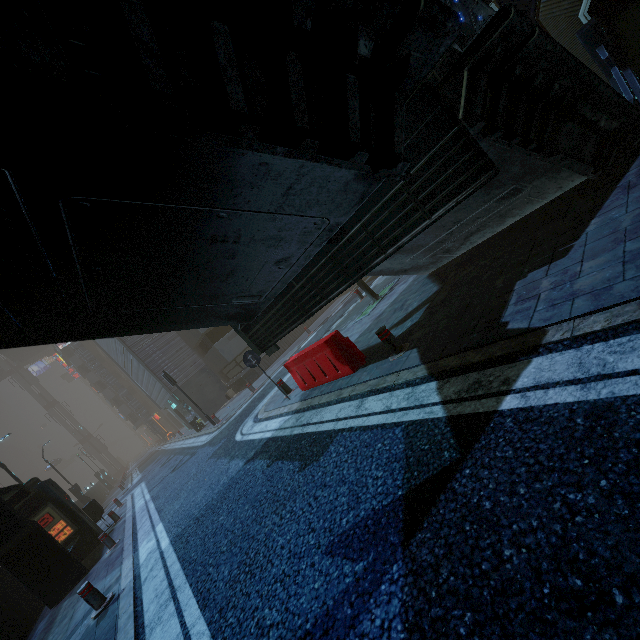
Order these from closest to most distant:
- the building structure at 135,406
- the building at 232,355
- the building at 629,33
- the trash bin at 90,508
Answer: the building at 629,33, the trash bin at 90,508, the building at 232,355, the building structure at 135,406

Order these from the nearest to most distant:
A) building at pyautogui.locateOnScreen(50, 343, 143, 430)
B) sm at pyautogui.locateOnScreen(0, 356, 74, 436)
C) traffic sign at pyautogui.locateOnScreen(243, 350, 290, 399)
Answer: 1. traffic sign at pyautogui.locateOnScreen(243, 350, 290, 399)
2. building at pyautogui.locateOnScreen(50, 343, 143, 430)
3. sm at pyautogui.locateOnScreen(0, 356, 74, 436)

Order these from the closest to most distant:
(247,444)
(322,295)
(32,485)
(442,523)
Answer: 1. (442,523)
2. (322,295)
3. (247,444)
4. (32,485)

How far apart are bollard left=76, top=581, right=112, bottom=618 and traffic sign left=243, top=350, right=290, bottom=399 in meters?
5.4

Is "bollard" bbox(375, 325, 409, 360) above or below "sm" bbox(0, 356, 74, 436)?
below

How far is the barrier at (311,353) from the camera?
6.8 meters

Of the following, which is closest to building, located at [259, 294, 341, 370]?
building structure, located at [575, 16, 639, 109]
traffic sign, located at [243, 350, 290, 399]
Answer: building structure, located at [575, 16, 639, 109]

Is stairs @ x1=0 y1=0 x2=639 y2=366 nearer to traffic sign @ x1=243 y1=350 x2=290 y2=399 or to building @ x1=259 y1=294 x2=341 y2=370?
traffic sign @ x1=243 y1=350 x2=290 y2=399
